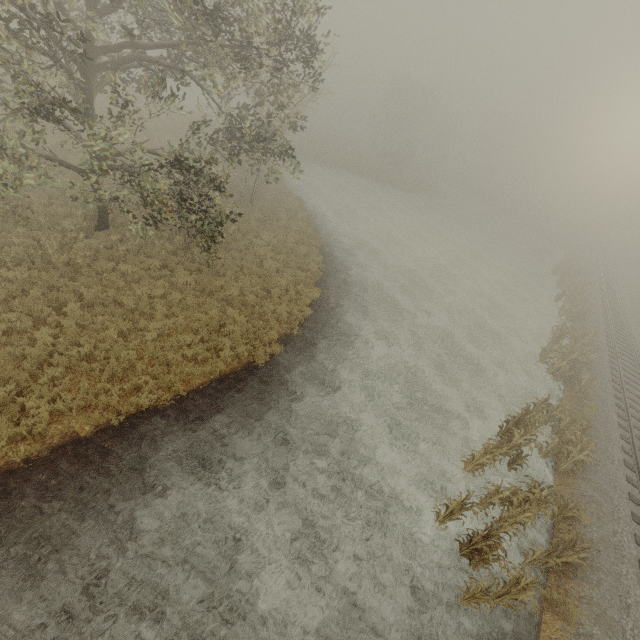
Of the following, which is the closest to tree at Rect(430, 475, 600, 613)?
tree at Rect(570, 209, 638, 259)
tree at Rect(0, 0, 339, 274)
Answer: tree at Rect(0, 0, 339, 274)

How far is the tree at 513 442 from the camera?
11.07m

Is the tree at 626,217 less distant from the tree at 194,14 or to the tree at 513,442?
the tree at 513,442

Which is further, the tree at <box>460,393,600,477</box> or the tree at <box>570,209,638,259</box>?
the tree at <box>570,209,638,259</box>

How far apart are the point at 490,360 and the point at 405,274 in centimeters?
831cm

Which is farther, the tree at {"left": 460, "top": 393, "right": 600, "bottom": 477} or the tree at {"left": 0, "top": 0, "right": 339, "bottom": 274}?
the tree at {"left": 460, "top": 393, "right": 600, "bottom": 477}

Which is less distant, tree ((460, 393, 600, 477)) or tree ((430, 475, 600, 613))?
tree ((430, 475, 600, 613))
